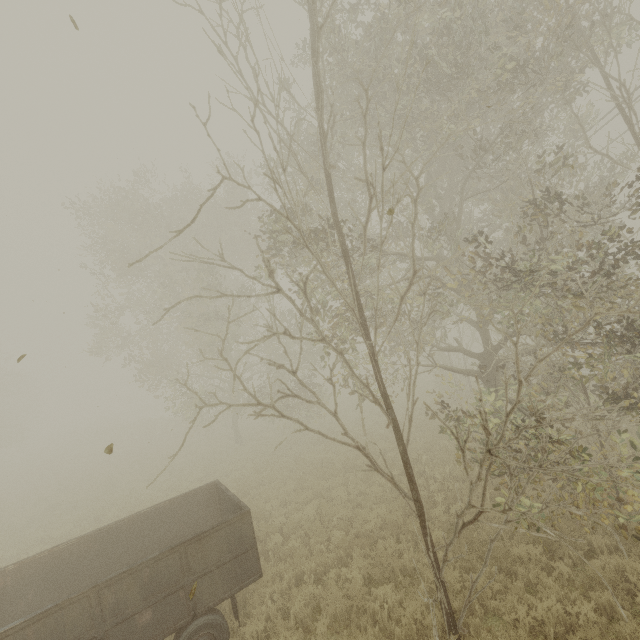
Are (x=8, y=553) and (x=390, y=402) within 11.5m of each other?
no
